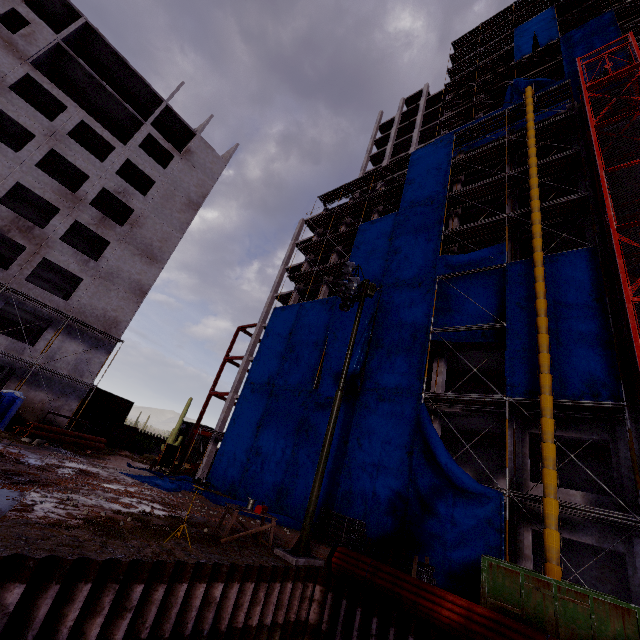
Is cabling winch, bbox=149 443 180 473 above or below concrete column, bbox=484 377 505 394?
below

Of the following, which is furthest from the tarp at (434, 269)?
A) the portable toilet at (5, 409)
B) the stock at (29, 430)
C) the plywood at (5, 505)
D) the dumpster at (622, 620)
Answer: the plywood at (5, 505)

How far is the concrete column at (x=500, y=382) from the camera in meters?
20.5

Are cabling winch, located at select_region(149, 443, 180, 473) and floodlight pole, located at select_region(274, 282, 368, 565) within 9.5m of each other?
no

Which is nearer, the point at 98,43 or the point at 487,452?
the point at 487,452

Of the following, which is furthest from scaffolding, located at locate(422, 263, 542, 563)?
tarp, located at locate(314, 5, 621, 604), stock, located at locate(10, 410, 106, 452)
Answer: stock, located at locate(10, 410, 106, 452)

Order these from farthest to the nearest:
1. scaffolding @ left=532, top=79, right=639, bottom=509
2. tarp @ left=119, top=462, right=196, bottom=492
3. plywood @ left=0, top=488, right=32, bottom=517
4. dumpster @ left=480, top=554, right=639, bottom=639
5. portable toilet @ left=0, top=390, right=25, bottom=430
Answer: portable toilet @ left=0, top=390, right=25, bottom=430 → tarp @ left=119, top=462, right=196, bottom=492 → scaffolding @ left=532, top=79, right=639, bottom=509 → dumpster @ left=480, top=554, right=639, bottom=639 → plywood @ left=0, top=488, right=32, bottom=517

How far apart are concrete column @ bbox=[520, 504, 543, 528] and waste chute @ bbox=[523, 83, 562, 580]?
2.2 meters
